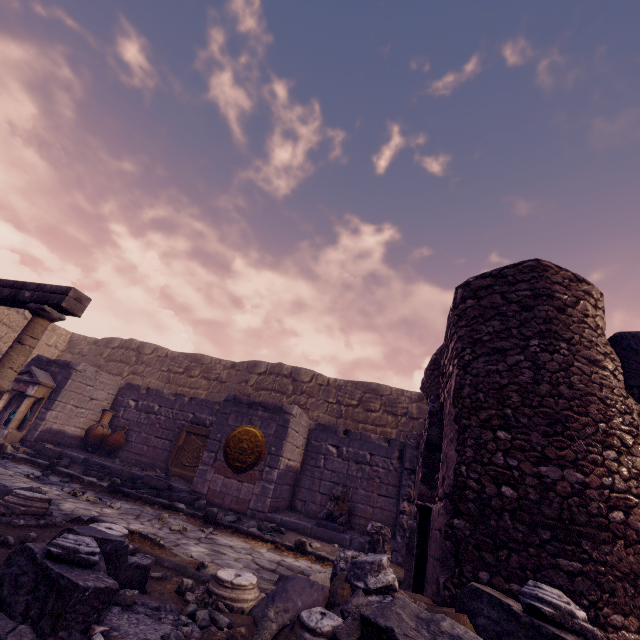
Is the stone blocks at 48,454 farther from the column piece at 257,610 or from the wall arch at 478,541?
the wall arch at 478,541

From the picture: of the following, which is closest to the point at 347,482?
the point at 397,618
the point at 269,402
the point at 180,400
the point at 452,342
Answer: the point at 269,402

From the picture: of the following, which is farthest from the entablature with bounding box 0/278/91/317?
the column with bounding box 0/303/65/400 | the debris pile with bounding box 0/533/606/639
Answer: the debris pile with bounding box 0/533/606/639

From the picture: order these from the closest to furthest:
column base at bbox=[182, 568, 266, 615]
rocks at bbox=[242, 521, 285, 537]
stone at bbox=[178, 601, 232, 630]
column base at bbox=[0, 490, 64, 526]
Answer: stone at bbox=[178, 601, 232, 630] → column base at bbox=[182, 568, 266, 615] → column base at bbox=[0, 490, 64, 526] → rocks at bbox=[242, 521, 285, 537]

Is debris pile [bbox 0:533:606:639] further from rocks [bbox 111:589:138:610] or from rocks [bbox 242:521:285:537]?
rocks [bbox 242:521:285:537]

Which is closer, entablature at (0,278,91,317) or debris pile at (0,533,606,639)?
debris pile at (0,533,606,639)

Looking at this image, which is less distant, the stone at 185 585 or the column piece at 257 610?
the column piece at 257 610

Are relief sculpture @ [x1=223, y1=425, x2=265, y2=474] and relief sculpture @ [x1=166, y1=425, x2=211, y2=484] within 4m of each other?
yes
